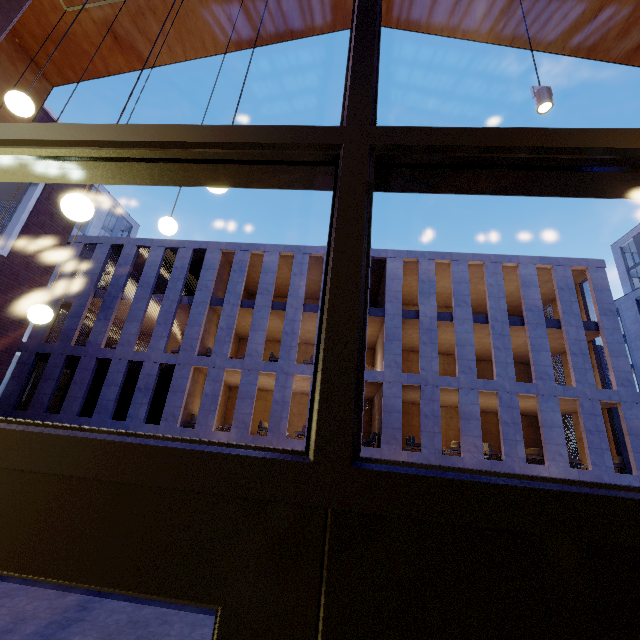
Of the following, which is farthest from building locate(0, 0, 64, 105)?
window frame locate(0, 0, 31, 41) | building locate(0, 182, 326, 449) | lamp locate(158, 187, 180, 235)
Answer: building locate(0, 182, 326, 449)

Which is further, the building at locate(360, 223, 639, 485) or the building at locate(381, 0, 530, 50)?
the building at locate(360, 223, 639, 485)

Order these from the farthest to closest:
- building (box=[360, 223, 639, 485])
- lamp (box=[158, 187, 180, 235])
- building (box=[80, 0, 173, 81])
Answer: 1. building (box=[360, 223, 639, 485])
2. building (box=[80, 0, 173, 81])
3. lamp (box=[158, 187, 180, 235])

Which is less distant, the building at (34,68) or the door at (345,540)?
the door at (345,540)

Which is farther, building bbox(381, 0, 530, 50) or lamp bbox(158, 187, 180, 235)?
building bbox(381, 0, 530, 50)

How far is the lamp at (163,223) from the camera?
3.3 meters

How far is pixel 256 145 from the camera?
1.04m

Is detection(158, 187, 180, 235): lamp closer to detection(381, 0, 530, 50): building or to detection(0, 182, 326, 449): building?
detection(381, 0, 530, 50): building
